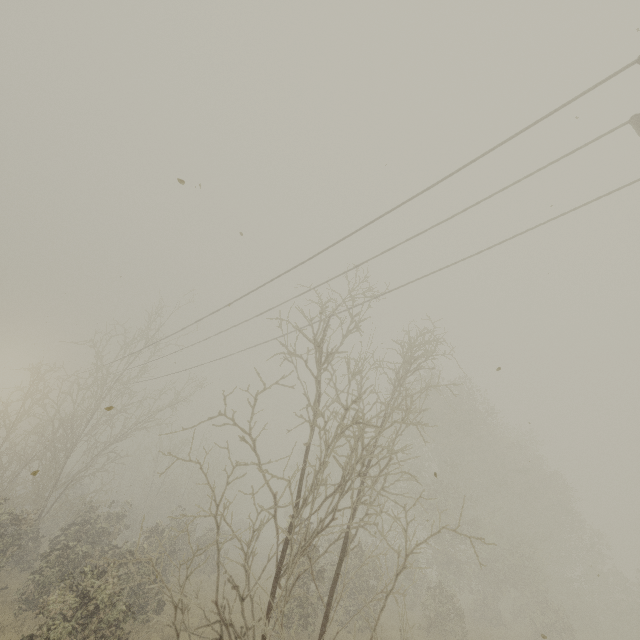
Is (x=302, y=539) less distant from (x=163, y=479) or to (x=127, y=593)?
(x=127, y=593)
